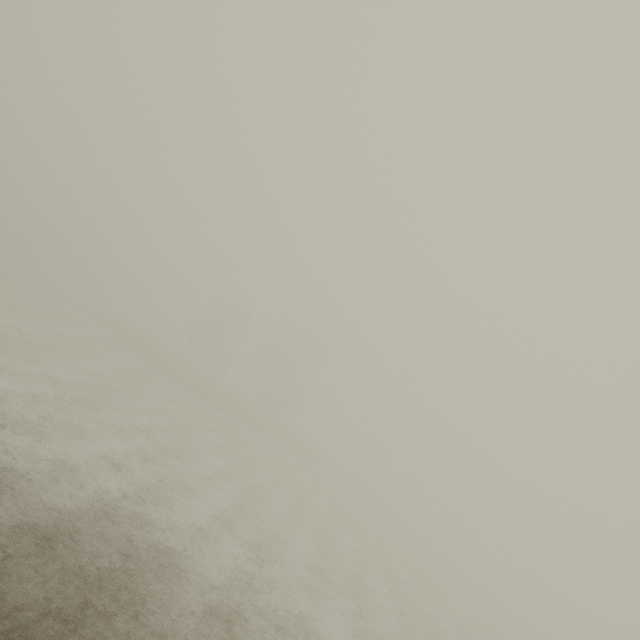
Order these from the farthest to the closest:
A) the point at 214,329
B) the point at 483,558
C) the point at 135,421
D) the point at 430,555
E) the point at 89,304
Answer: the point at 483,558 < the point at 89,304 < the point at 214,329 < the point at 430,555 < the point at 135,421
